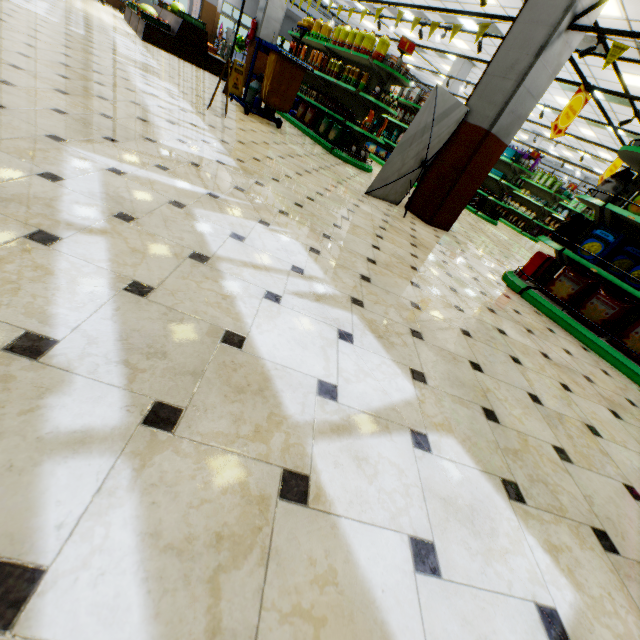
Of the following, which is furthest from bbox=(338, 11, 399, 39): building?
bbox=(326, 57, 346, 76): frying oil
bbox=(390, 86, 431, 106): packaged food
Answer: bbox=(390, 86, 431, 106): packaged food

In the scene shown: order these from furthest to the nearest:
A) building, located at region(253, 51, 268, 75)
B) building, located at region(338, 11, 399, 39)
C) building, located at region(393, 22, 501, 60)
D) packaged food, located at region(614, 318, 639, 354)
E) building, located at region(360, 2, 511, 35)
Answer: building, located at region(338, 11, 399, 39) < building, located at region(393, 22, 501, 60) < building, located at region(253, 51, 268, 75) < building, located at region(360, 2, 511, 35) < packaged food, located at region(614, 318, 639, 354)

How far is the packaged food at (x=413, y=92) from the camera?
9.67m

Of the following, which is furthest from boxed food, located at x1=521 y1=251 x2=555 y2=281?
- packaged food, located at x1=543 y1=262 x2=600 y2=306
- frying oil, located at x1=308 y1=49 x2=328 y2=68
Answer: frying oil, located at x1=308 y1=49 x2=328 y2=68

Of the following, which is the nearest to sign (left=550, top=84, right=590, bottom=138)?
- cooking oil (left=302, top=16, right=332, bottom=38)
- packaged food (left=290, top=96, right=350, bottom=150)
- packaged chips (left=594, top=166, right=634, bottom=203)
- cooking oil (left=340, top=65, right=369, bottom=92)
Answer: packaged chips (left=594, top=166, right=634, bottom=203)

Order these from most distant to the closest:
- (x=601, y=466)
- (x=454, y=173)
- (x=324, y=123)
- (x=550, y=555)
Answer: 1. (x=324, y=123)
2. (x=454, y=173)
3. (x=601, y=466)
4. (x=550, y=555)

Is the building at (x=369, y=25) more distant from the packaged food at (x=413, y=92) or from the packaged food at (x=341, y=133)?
the packaged food at (x=413, y=92)

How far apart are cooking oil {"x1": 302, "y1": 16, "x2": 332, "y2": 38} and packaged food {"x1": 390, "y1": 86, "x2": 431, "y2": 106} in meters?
3.2 m
